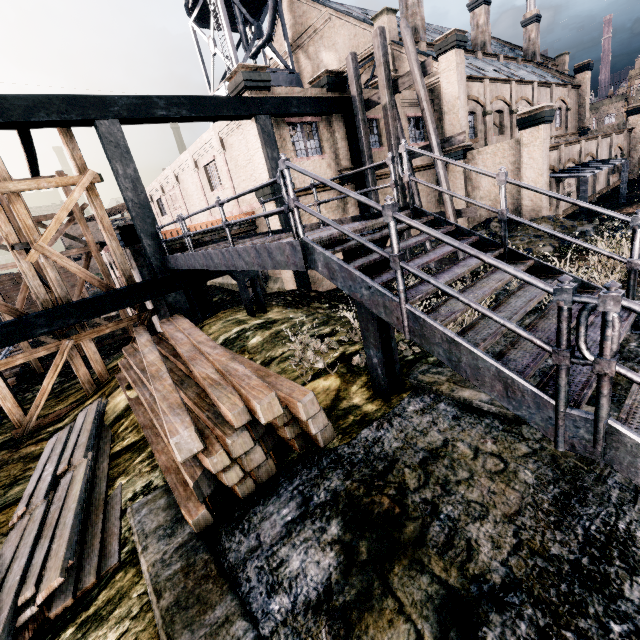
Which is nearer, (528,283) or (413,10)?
(528,283)

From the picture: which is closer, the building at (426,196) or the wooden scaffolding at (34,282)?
the wooden scaffolding at (34,282)

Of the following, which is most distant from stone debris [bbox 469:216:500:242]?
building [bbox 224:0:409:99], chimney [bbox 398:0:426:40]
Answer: chimney [bbox 398:0:426:40]

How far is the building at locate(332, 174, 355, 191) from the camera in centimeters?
1748cm

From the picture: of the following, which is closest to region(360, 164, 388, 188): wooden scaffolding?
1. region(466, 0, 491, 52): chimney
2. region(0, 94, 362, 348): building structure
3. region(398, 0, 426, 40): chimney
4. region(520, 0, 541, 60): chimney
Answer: region(0, 94, 362, 348): building structure

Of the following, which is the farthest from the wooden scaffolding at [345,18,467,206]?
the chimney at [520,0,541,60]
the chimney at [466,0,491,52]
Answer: the chimney at [520,0,541,60]

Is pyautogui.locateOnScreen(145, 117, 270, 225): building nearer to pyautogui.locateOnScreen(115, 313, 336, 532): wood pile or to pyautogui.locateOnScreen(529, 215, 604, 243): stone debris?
pyautogui.locateOnScreen(529, 215, 604, 243): stone debris

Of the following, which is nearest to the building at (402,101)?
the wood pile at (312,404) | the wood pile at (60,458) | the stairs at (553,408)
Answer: the stairs at (553,408)
